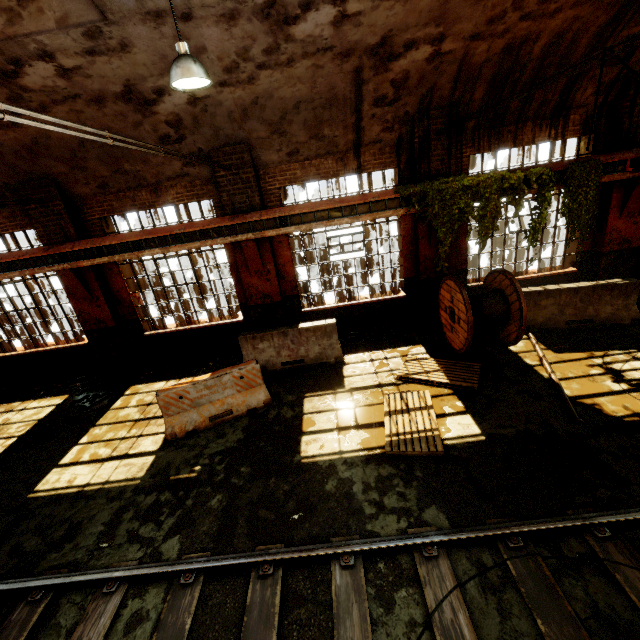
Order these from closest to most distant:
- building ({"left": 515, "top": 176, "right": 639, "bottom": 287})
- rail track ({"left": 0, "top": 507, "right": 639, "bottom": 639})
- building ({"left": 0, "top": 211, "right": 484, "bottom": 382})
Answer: rail track ({"left": 0, "top": 507, "right": 639, "bottom": 639}), building ({"left": 515, "top": 176, "right": 639, "bottom": 287}), building ({"left": 0, "top": 211, "right": 484, "bottom": 382})

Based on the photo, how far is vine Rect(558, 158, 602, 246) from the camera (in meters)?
7.71

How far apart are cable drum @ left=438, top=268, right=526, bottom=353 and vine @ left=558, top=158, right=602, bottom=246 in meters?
2.2 m

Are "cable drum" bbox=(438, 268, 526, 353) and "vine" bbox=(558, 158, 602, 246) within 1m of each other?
no

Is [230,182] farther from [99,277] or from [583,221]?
[583,221]

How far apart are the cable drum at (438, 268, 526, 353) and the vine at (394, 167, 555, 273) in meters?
0.4

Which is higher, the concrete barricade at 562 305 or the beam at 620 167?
the beam at 620 167

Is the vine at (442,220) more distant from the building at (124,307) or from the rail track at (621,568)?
the rail track at (621,568)
